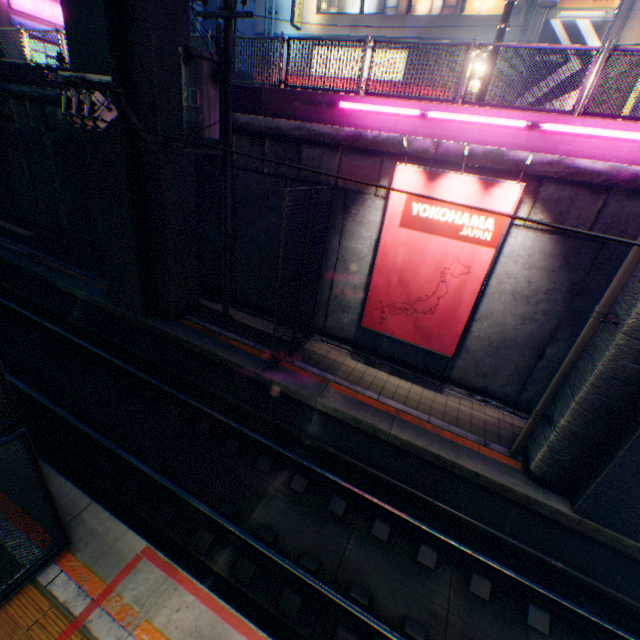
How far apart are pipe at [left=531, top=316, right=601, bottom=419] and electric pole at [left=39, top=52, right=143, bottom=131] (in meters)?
8.14

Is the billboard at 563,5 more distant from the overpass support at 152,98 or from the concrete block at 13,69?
the concrete block at 13,69

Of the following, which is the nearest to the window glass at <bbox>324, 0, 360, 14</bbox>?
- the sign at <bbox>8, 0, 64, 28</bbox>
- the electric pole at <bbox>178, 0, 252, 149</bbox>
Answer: the sign at <bbox>8, 0, 64, 28</bbox>

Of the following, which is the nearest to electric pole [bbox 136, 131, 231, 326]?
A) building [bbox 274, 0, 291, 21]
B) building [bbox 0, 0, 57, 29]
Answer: building [bbox 274, 0, 291, 21]

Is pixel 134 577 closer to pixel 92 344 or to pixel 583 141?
pixel 92 344

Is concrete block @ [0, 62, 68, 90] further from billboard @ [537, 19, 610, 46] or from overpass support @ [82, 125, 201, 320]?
billboard @ [537, 19, 610, 46]

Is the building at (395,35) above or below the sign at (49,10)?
above

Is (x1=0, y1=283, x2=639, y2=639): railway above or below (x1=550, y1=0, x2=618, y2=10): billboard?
below
